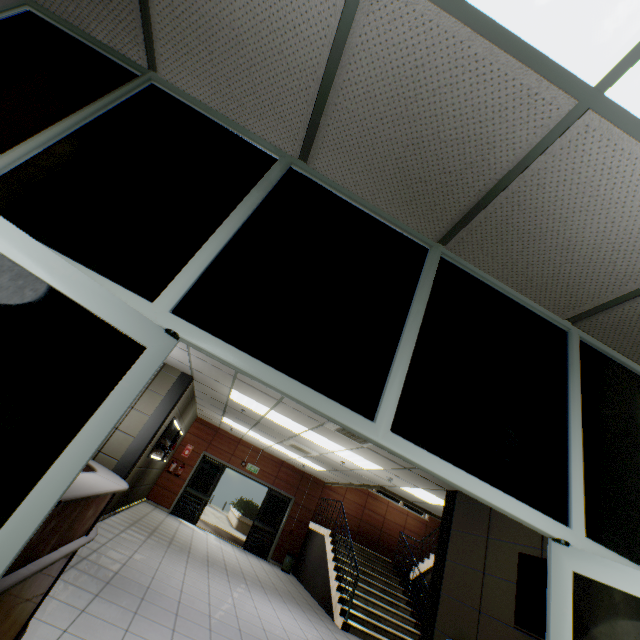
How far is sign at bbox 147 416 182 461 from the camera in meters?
7.9

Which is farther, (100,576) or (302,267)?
(100,576)

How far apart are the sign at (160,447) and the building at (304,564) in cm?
596

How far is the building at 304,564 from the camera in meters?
9.1 m

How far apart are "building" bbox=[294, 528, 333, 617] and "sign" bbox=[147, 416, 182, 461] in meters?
6.0

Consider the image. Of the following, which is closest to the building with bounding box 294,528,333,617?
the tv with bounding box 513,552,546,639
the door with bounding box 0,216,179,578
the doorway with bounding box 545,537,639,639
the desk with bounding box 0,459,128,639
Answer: → the tv with bounding box 513,552,546,639

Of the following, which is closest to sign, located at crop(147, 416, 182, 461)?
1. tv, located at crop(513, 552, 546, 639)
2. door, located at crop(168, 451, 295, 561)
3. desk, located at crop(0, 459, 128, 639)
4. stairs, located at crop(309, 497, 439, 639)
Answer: door, located at crop(168, 451, 295, 561)

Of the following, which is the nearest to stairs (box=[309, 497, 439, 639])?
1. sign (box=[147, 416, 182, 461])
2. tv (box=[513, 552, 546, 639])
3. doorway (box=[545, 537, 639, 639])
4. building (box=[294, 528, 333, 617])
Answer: building (box=[294, 528, 333, 617])
